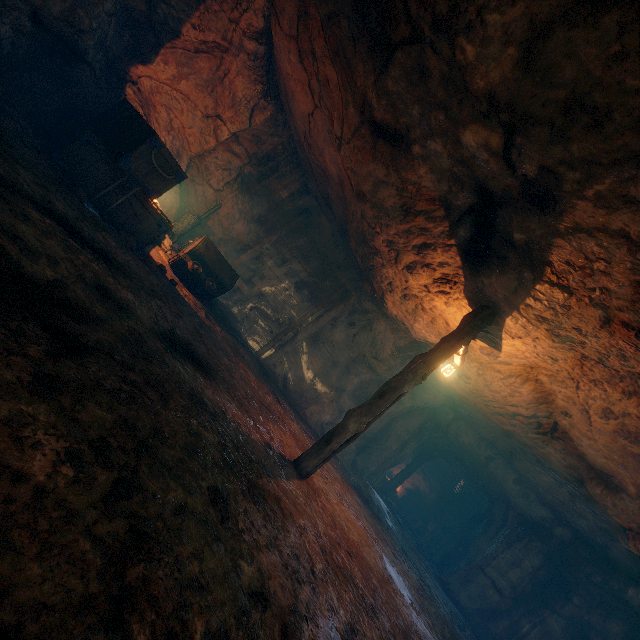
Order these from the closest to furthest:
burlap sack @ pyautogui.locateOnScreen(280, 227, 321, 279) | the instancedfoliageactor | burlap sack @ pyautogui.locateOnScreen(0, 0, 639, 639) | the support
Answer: burlap sack @ pyautogui.locateOnScreen(0, 0, 639, 639)
the instancedfoliageactor
the support
burlap sack @ pyautogui.locateOnScreen(280, 227, 321, 279)

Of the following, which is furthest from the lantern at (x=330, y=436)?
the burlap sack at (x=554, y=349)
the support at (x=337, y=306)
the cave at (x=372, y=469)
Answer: the cave at (x=372, y=469)

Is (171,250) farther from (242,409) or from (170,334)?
(242,409)

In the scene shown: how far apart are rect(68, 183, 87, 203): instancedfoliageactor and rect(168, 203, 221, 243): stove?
4.6 meters

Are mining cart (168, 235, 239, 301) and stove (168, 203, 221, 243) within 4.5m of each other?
yes

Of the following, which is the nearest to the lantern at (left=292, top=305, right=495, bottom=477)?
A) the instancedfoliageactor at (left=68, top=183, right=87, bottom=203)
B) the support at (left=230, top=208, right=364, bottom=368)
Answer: the support at (left=230, top=208, right=364, bottom=368)

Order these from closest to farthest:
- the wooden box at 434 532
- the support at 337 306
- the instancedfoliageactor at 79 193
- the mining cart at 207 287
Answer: the instancedfoliageactor at 79 193 < the mining cart at 207 287 < the support at 337 306 < the wooden box at 434 532

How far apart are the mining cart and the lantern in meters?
4.8
